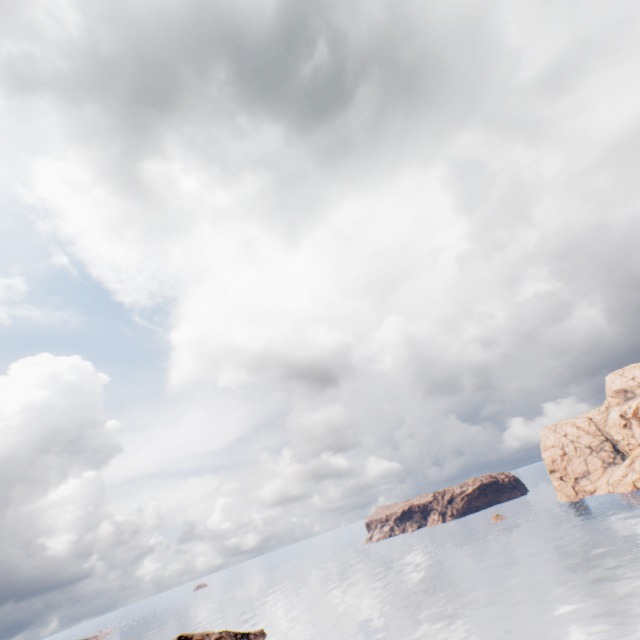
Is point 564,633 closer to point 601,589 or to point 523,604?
point 523,604
